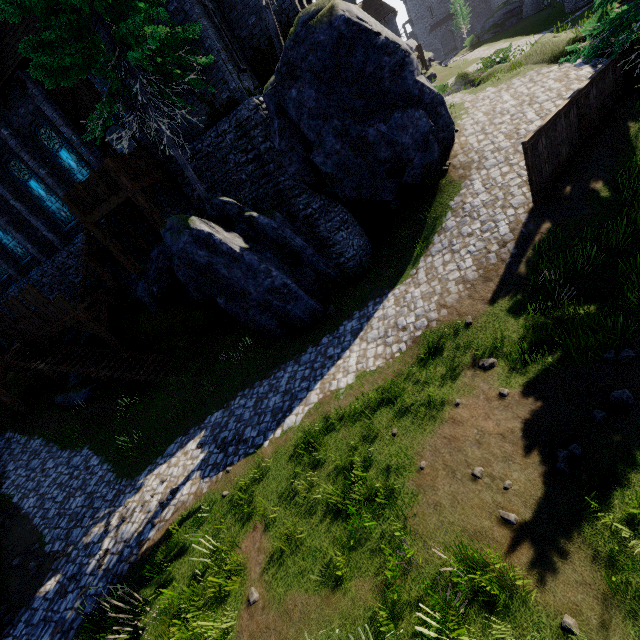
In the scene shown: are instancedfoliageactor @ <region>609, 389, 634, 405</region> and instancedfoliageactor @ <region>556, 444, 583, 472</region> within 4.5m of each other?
yes

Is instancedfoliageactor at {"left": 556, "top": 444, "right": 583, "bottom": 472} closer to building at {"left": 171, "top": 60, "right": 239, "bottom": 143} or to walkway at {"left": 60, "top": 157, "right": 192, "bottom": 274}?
walkway at {"left": 60, "top": 157, "right": 192, "bottom": 274}

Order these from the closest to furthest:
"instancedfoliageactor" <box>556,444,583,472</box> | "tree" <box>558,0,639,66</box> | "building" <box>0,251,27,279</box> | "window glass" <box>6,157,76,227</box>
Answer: "instancedfoliageactor" <box>556,444,583,472</box>
"tree" <box>558,0,639,66</box>
"window glass" <box>6,157,76,227</box>
"building" <box>0,251,27,279</box>

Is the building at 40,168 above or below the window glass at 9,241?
above

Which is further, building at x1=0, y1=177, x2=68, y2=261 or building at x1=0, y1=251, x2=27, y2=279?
building at x1=0, y1=251, x2=27, y2=279

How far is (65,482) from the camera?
13.26m

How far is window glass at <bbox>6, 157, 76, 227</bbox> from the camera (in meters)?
16.44

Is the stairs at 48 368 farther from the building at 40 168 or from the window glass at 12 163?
the window glass at 12 163
